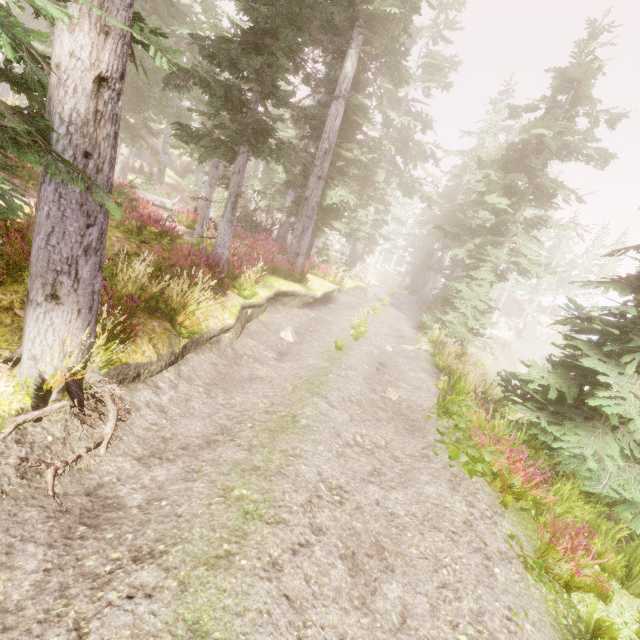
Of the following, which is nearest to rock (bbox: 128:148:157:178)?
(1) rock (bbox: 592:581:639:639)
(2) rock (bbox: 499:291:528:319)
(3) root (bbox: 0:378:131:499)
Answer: (2) rock (bbox: 499:291:528:319)

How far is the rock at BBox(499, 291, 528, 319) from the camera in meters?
55.4

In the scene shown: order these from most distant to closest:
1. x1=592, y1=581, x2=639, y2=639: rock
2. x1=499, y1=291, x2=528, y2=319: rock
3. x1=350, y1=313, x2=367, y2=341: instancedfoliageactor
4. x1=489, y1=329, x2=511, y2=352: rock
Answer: x1=499, y1=291, x2=528, y2=319: rock, x1=489, y1=329, x2=511, y2=352: rock, x1=350, y1=313, x2=367, y2=341: instancedfoliageactor, x1=592, y1=581, x2=639, y2=639: rock

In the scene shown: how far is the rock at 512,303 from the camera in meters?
55.4

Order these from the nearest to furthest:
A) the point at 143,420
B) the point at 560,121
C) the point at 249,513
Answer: the point at 249,513 < the point at 143,420 < the point at 560,121

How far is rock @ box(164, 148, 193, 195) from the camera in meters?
48.5

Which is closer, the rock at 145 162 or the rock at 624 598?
the rock at 624 598

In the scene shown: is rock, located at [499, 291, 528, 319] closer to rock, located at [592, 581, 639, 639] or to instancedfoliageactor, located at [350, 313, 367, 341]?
instancedfoliageactor, located at [350, 313, 367, 341]
